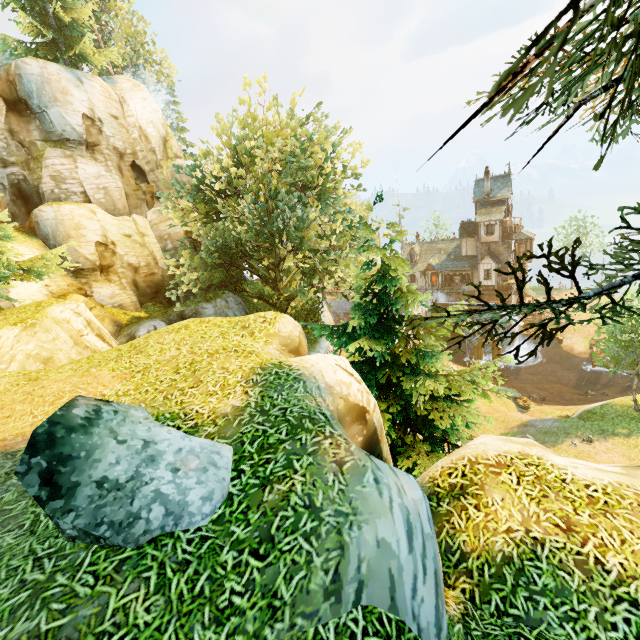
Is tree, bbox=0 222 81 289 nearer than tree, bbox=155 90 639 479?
No

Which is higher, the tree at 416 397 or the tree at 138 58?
the tree at 138 58

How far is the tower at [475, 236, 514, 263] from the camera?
40.2m

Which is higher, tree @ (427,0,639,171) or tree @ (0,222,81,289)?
tree @ (427,0,639,171)

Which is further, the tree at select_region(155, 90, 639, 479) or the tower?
the tower

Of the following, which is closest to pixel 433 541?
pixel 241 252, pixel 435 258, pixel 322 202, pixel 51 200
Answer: pixel 322 202

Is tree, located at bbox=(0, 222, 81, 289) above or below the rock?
above

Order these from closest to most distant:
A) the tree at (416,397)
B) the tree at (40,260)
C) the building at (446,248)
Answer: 1. the tree at (416,397)
2. the tree at (40,260)
3. the building at (446,248)
